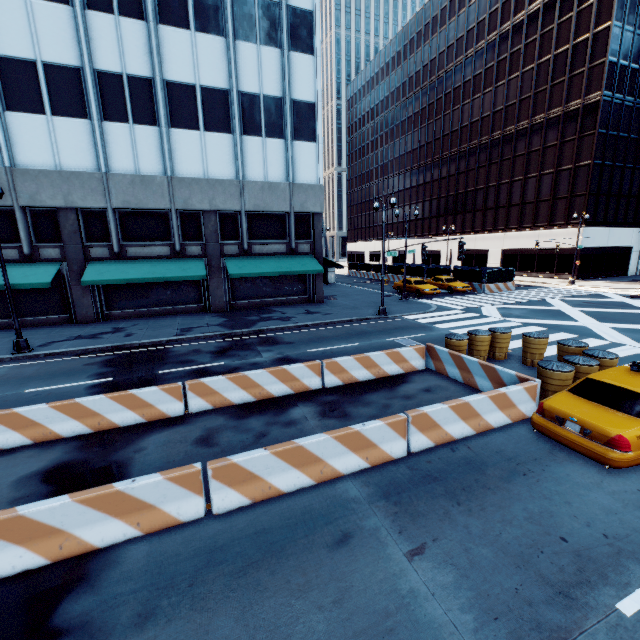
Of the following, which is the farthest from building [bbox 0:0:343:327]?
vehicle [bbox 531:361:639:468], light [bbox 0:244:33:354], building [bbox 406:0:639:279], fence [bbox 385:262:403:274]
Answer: building [bbox 406:0:639:279]

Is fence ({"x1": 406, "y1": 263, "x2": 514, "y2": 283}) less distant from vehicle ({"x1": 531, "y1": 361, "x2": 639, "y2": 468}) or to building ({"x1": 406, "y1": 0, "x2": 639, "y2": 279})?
building ({"x1": 406, "y1": 0, "x2": 639, "y2": 279})

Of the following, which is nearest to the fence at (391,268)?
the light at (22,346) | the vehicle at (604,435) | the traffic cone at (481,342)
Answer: the traffic cone at (481,342)

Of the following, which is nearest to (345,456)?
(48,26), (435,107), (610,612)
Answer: (610,612)

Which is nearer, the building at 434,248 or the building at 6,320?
the building at 6,320

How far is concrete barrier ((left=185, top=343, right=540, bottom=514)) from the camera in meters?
5.6 m

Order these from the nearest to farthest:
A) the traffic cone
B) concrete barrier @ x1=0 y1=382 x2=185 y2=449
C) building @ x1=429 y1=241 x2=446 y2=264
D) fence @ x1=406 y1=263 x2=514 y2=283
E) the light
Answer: concrete barrier @ x1=0 y1=382 x2=185 y2=449, the traffic cone, the light, fence @ x1=406 y1=263 x2=514 y2=283, building @ x1=429 y1=241 x2=446 y2=264

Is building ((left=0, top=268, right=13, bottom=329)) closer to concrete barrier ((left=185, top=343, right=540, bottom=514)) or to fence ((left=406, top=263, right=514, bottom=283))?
concrete barrier ((left=185, top=343, right=540, bottom=514))
